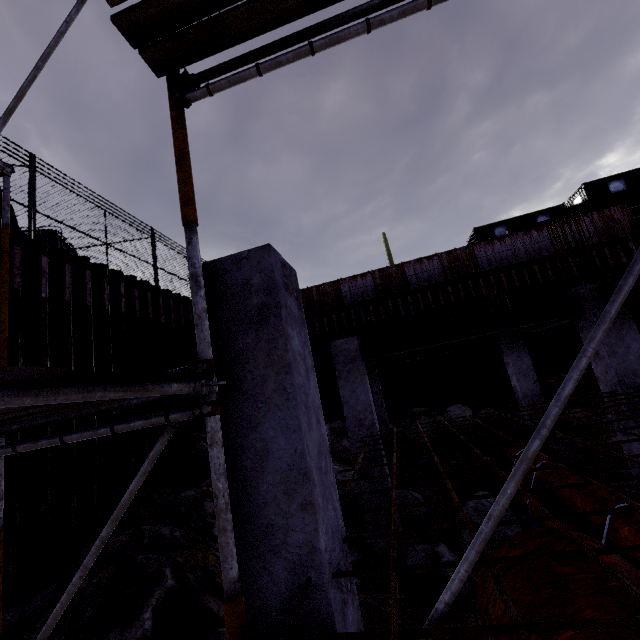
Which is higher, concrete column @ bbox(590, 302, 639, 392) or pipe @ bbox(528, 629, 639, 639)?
concrete column @ bbox(590, 302, 639, 392)

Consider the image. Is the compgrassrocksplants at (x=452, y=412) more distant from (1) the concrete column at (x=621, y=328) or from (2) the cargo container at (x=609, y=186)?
(2) the cargo container at (x=609, y=186)

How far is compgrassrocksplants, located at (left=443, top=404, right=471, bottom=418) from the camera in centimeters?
1148cm

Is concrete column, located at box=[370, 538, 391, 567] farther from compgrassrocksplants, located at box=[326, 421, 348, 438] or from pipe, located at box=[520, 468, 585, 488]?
compgrassrocksplants, located at box=[326, 421, 348, 438]

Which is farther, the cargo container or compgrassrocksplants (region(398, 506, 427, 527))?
the cargo container

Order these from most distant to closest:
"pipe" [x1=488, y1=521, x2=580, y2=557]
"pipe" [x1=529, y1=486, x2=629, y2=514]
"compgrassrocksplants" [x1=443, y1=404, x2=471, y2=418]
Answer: "compgrassrocksplants" [x1=443, y1=404, x2=471, y2=418], "pipe" [x1=529, y1=486, x2=629, y2=514], "pipe" [x1=488, y1=521, x2=580, y2=557]

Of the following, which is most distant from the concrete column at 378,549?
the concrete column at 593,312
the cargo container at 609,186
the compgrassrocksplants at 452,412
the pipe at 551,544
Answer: the cargo container at 609,186

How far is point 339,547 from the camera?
2.06m
